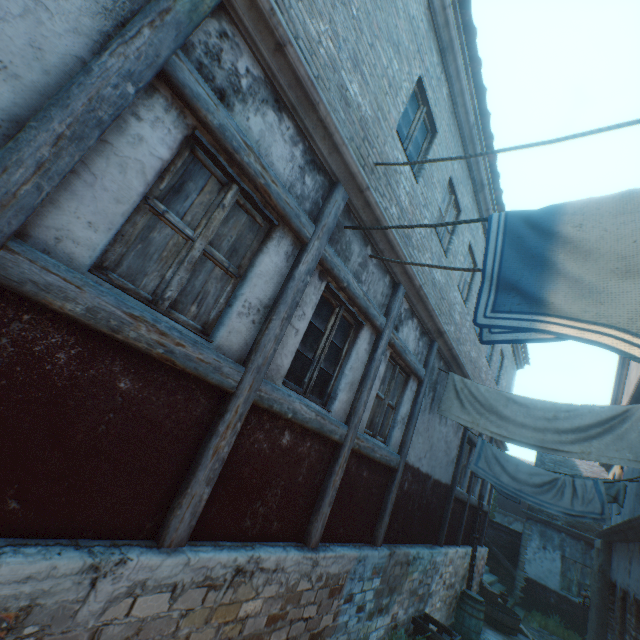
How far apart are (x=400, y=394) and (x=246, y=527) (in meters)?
3.53

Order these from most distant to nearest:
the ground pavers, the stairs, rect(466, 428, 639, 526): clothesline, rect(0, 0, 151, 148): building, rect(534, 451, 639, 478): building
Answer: the stairs
the ground pavers
rect(534, 451, 639, 478): building
rect(466, 428, 639, 526): clothesline
rect(0, 0, 151, 148): building

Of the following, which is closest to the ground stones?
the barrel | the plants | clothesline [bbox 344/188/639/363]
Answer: the plants

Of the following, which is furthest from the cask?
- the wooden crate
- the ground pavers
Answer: the wooden crate

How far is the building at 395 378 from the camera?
4.9 meters

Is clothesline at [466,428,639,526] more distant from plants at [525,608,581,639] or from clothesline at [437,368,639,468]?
plants at [525,608,581,639]

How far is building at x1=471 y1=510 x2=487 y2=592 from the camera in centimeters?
1133cm
